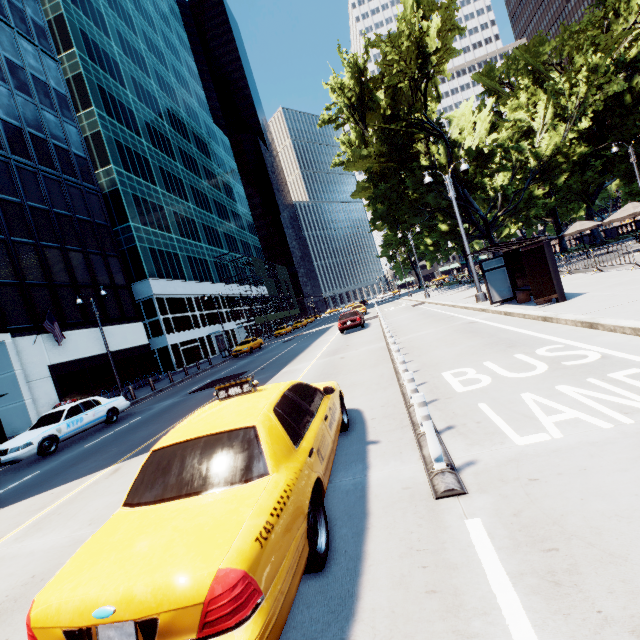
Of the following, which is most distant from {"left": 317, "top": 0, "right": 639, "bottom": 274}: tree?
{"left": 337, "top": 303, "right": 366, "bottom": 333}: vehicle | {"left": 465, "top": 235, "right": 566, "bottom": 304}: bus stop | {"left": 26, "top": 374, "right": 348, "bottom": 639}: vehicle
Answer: {"left": 337, "top": 303, "right": 366, "bottom": 333}: vehicle

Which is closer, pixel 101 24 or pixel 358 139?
pixel 358 139

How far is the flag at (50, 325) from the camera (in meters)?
21.03

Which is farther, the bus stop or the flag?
the flag

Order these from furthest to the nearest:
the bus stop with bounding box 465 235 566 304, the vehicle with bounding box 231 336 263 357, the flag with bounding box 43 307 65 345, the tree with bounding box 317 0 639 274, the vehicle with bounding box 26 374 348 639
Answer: the vehicle with bounding box 231 336 263 357
the tree with bounding box 317 0 639 274
the flag with bounding box 43 307 65 345
the bus stop with bounding box 465 235 566 304
the vehicle with bounding box 26 374 348 639

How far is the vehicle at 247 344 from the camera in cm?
3162

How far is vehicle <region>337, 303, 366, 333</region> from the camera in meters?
22.5 m

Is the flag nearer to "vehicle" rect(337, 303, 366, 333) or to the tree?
"vehicle" rect(337, 303, 366, 333)
